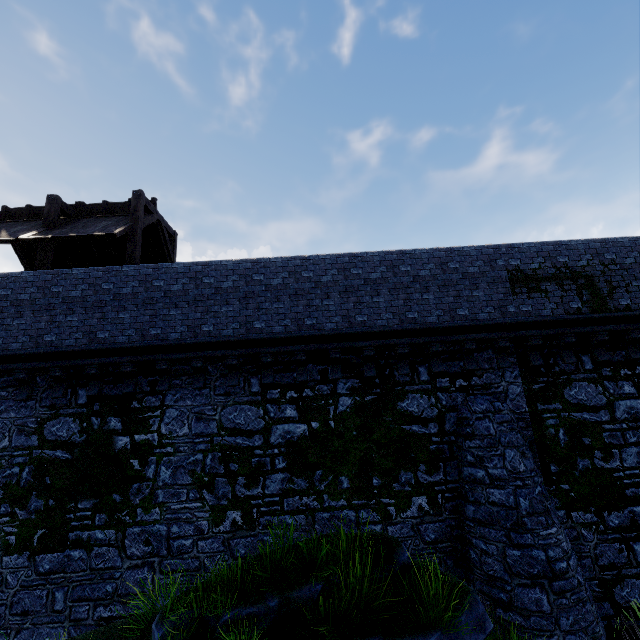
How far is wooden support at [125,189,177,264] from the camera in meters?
10.9

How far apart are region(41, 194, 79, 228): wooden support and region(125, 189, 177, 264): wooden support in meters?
2.6

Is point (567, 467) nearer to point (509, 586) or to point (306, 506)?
point (509, 586)

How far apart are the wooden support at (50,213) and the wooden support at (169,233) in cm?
259

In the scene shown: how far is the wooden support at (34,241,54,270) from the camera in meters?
10.7 m

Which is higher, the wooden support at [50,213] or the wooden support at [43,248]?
the wooden support at [50,213]
